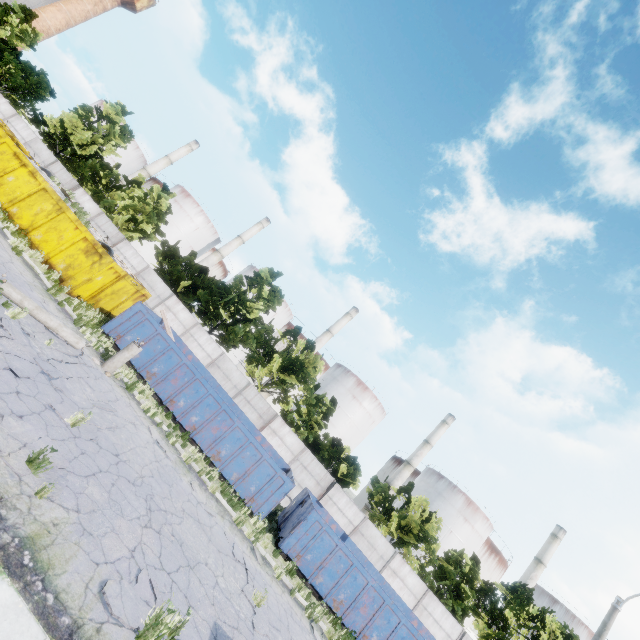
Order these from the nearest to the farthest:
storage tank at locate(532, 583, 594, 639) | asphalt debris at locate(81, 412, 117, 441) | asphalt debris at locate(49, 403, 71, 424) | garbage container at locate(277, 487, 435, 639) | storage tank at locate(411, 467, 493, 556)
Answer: asphalt debris at locate(49, 403, 71, 424), asphalt debris at locate(81, 412, 117, 441), garbage container at locate(277, 487, 435, 639), storage tank at locate(532, 583, 594, 639), storage tank at locate(411, 467, 493, 556)

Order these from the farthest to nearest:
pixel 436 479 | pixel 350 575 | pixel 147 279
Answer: pixel 436 479 < pixel 147 279 < pixel 350 575

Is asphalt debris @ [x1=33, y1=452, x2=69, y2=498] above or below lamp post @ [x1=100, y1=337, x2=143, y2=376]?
below

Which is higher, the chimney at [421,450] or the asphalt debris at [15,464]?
the chimney at [421,450]

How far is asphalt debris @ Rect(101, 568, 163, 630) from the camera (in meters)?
5.03

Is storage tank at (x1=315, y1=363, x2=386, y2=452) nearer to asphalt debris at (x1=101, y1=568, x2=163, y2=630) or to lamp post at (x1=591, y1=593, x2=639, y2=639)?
lamp post at (x1=591, y1=593, x2=639, y2=639)

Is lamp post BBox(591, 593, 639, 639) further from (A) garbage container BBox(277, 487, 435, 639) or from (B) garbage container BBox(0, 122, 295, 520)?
(B) garbage container BBox(0, 122, 295, 520)

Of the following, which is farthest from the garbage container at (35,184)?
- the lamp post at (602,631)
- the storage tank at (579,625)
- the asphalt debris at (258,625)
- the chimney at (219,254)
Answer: the storage tank at (579,625)
